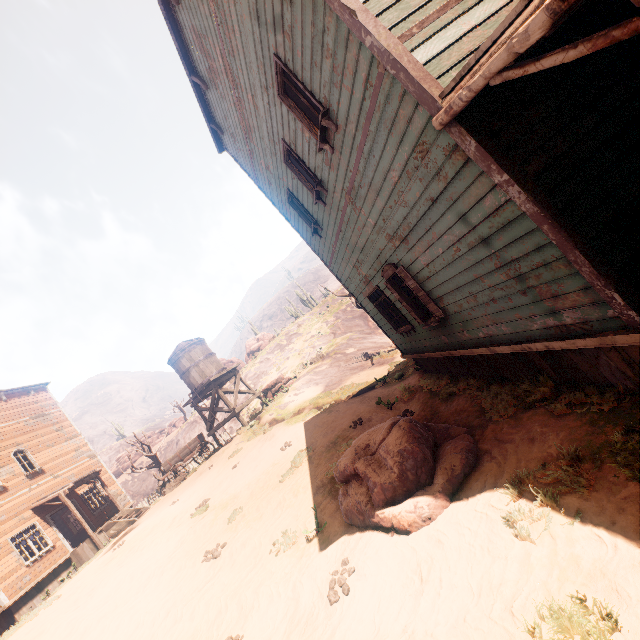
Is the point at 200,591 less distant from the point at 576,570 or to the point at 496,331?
the point at 576,570

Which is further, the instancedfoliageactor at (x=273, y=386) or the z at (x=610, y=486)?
the instancedfoliageactor at (x=273, y=386)

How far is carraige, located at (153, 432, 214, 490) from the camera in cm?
1854

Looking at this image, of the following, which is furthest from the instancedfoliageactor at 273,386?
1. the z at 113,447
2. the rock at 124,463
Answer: the rock at 124,463

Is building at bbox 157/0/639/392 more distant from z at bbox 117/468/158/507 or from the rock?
the rock

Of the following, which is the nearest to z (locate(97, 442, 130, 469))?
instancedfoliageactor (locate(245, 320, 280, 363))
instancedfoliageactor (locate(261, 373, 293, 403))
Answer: instancedfoliageactor (locate(245, 320, 280, 363))

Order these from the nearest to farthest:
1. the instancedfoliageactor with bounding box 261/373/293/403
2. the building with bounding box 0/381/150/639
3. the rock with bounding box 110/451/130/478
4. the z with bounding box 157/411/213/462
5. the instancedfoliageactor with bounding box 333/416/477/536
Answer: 1. the instancedfoliageactor with bounding box 333/416/477/536
2. the building with bounding box 0/381/150/639
3. the instancedfoliageactor with bounding box 261/373/293/403
4. the z with bounding box 157/411/213/462
5. the rock with bounding box 110/451/130/478
